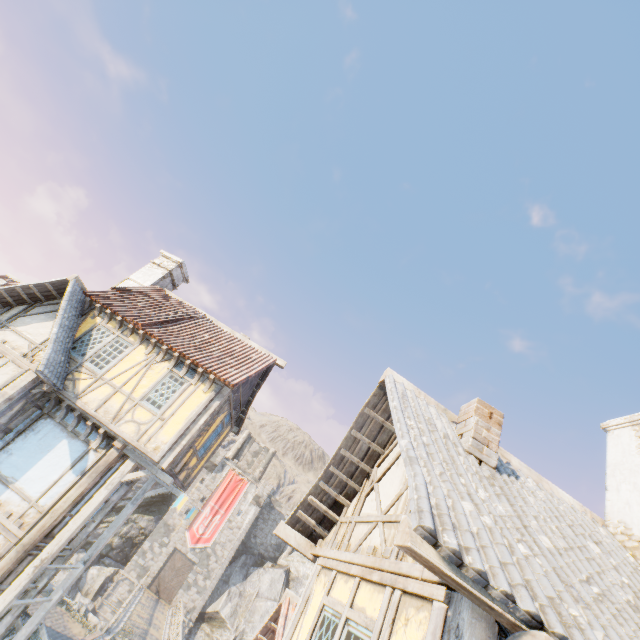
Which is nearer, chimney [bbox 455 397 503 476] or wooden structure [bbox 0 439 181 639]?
chimney [bbox 455 397 503 476]

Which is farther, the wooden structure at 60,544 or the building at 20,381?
the building at 20,381

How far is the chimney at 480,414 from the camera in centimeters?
508cm

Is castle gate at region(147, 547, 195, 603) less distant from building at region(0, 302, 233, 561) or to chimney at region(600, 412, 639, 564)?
building at region(0, 302, 233, 561)

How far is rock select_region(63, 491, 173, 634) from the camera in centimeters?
1875cm

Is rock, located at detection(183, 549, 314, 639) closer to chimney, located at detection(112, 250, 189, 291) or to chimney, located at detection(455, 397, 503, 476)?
chimney, located at detection(112, 250, 189, 291)

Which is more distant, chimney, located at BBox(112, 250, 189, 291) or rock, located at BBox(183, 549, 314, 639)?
rock, located at BBox(183, 549, 314, 639)

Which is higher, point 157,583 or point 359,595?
point 359,595
